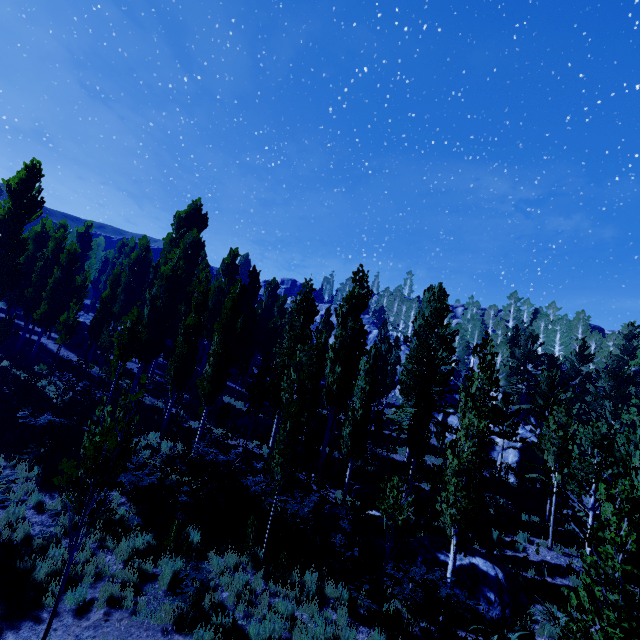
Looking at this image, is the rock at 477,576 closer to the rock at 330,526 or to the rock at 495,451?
the rock at 330,526

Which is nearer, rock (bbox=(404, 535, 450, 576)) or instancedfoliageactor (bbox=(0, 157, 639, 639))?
instancedfoliageactor (bbox=(0, 157, 639, 639))

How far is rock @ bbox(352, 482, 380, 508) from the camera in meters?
16.6 m

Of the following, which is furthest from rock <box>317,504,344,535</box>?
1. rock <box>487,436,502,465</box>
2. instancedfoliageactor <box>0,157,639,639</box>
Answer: rock <box>487,436,502,465</box>

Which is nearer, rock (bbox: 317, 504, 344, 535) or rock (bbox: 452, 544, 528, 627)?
rock (bbox: 452, 544, 528, 627)

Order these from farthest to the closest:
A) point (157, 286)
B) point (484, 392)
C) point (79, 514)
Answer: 1. point (157, 286)
2. point (484, 392)
3. point (79, 514)

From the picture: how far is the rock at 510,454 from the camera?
24.33m

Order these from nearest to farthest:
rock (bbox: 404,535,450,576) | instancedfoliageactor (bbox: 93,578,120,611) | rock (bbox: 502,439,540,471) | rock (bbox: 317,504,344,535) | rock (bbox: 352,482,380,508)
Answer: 1. instancedfoliageactor (bbox: 93,578,120,611)
2. rock (bbox: 404,535,450,576)
3. rock (bbox: 317,504,344,535)
4. rock (bbox: 352,482,380,508)
5. rock (bbox: 502,439,540,471)
